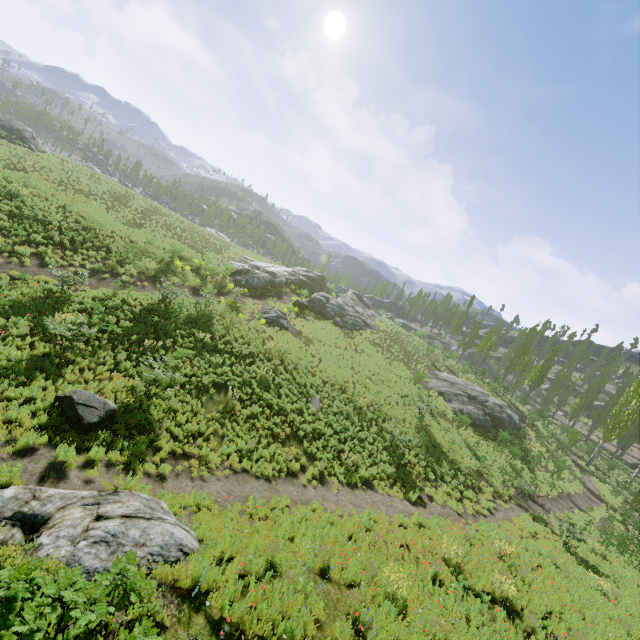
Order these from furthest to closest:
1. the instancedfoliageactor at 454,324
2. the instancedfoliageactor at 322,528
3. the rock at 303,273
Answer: the instancedfoliageactor at 454,324 < the rock at 303,273 < the instancedfoliageactor at 322,528

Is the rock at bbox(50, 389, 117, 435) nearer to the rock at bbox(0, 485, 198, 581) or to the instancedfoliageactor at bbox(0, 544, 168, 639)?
the instancedfoliageactor at bbox(0, 544, 168, 639)

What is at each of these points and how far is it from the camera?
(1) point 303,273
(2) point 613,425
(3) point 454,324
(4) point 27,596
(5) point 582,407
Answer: (1) rock, 44.6 meters
(2) instancedfoliageactor, 34.5 meters
(3) instancedfoliageactor, 53.9 meters
(4) instancedfoliageactor, 3.7 meters
(5) instancedfoliageactor, 49.3 meters

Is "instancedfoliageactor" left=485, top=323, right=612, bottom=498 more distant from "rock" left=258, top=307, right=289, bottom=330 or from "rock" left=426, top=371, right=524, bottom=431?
"rock" left=258, top=307, right=289, bottom=330

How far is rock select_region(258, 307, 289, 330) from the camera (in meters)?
26.70

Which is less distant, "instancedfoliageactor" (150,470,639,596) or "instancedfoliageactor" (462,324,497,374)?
"instancedfoliageactor" (150,470,639,596)

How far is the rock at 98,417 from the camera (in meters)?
9.90

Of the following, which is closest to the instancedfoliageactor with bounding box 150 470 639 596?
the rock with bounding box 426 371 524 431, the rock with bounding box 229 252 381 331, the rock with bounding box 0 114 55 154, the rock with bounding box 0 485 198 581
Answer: the rock with bounding box 229 252 381 331
